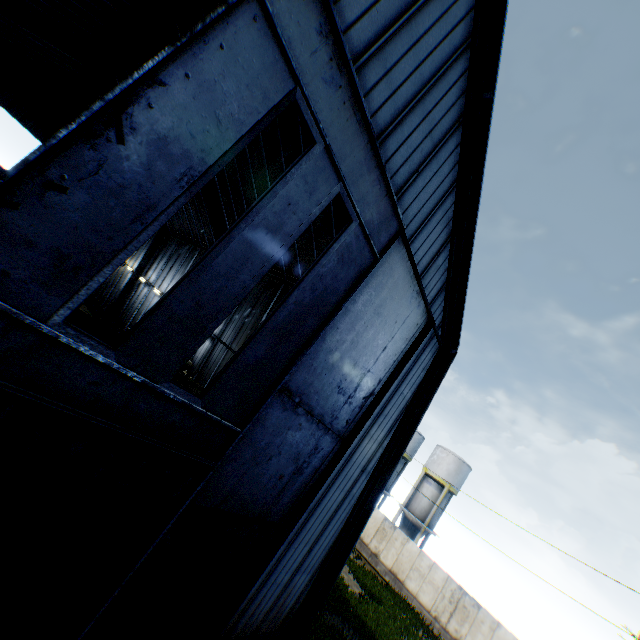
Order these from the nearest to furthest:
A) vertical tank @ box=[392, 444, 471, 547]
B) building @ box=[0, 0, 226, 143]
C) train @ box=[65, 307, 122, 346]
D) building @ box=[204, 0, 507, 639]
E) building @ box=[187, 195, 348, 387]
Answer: building @ box=[204, 0, 507, 639] < train @ box=[65, 307, 122, 346] < building @ box=[187, 195, 348, 387] < building @ box=[0, 0, 226, 143] < vertical tank @ box=[392, 444, 471, 547]

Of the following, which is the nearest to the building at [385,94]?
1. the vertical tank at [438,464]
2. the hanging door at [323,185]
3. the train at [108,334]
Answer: the hanging door at [323,185]

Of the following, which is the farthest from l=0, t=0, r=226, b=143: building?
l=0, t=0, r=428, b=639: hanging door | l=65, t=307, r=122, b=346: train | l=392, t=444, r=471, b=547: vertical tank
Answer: l=392, t=444, r=471, b=547: vertical tank

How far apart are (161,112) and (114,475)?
4.82m

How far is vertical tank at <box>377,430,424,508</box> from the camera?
37.1 meters

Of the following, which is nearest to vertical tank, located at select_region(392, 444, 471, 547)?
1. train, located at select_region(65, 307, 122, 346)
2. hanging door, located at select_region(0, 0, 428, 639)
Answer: train, located at select_region(65, 307, 122, 346)

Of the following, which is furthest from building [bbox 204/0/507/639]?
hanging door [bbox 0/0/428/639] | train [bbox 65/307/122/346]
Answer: train [bbox 65/307/122/346]

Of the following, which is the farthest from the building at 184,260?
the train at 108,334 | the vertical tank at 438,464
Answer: the vertical tank at 438,464
